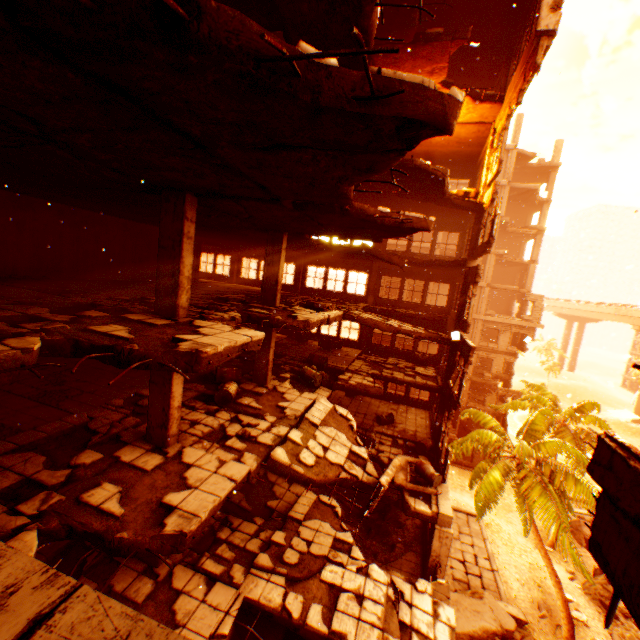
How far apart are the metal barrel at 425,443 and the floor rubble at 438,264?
8.2m

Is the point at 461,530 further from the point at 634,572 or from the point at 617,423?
the point at 617,423

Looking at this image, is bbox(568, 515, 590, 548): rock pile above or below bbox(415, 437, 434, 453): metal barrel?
below

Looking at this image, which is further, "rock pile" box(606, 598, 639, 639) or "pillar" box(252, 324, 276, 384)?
"rock pile" box(606, 598, 639, 639)

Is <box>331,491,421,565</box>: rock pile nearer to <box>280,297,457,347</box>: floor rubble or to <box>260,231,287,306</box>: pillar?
<box>280,297,457,347</box>: floor rubble

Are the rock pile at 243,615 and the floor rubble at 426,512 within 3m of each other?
yes

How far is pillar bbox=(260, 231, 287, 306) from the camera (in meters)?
11.41

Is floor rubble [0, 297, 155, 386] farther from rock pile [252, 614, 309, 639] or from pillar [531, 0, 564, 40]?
pillar [531, 0, 564, 40]
